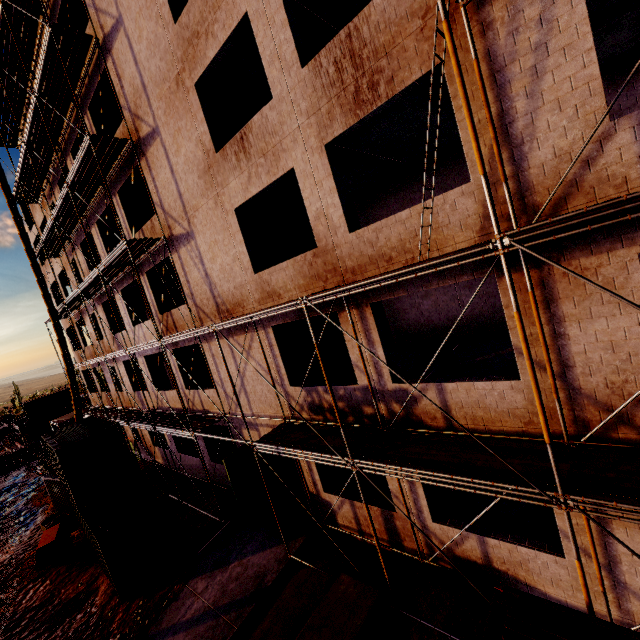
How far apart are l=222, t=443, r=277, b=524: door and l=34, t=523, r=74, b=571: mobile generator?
8.6 meters

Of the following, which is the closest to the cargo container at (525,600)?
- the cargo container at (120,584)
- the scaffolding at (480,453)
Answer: the scaffolding at (480,453)

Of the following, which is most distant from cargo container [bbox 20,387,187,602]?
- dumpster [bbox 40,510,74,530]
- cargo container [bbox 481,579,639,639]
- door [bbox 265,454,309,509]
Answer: cargo container [bbox 481,579,639,639]

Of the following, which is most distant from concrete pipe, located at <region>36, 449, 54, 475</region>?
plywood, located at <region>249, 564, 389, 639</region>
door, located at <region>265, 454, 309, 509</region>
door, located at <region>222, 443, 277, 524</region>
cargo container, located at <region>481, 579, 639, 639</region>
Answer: cargo container, located at <region>481, 579, 639, 639</region>

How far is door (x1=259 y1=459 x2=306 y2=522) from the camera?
11.8m

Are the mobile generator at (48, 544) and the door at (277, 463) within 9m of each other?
no

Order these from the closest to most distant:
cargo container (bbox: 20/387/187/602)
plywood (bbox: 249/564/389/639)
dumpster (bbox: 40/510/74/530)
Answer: plywood (bbox: 249/564/389/639) < cargo container (bbox: 20/387/187/602) < dumpster (bbox: 40/510/74/530)

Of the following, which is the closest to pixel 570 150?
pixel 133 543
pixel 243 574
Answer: pixel 243 574
